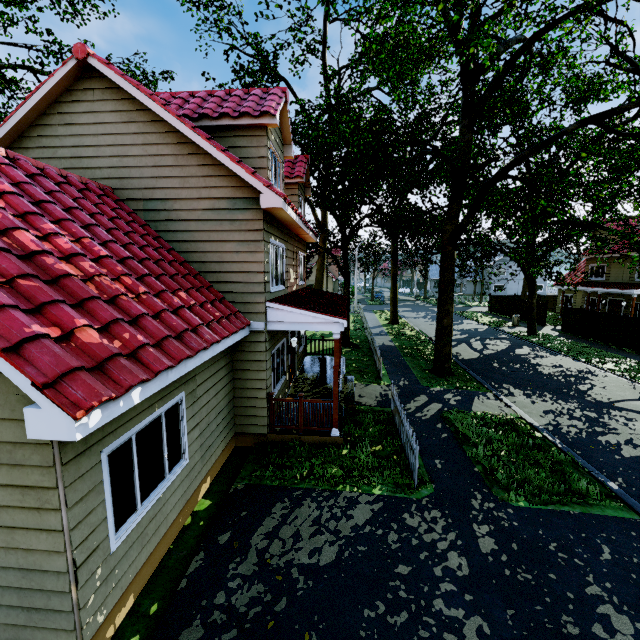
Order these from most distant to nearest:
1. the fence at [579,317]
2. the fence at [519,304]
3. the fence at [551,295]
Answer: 1. the fence at [519,304]
2. the fence at [551,295]
3. the fence at [579,317]

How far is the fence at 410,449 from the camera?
7.1m

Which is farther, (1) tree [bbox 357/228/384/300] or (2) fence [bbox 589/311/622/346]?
(1) tree [bbox 357/228/384/300]

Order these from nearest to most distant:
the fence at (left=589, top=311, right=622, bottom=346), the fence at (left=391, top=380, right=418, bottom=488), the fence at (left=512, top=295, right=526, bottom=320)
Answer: the fence at (left=391, top=380, right=418, bottom=488)
the fence at (left=589, top=311, right=622, bottom=346)
the fence at (left=512, top=295, right=526, bottom=320)

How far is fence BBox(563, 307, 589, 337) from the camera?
23.72m

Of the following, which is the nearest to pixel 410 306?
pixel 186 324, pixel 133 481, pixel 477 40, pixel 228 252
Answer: pixel 477 40
